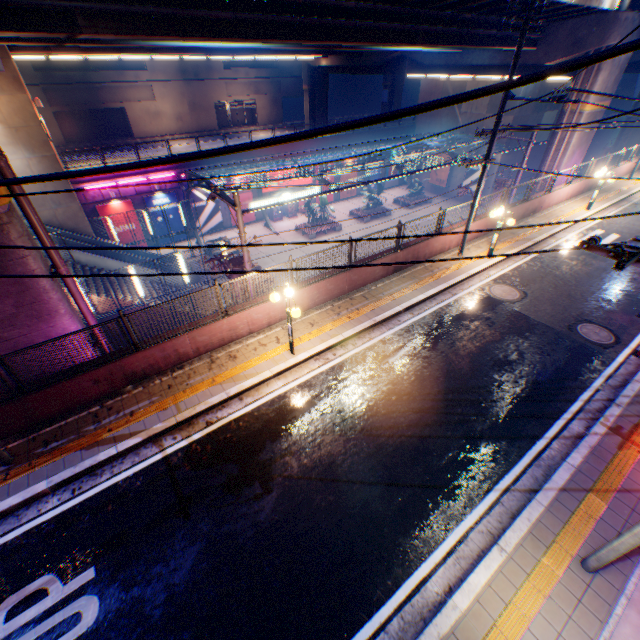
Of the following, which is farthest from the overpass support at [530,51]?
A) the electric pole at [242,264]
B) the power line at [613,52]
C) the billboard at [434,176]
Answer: the billboard at [434,176]

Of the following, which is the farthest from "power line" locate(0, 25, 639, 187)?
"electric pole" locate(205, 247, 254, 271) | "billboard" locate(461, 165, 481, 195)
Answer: "billboard" locate(461, 165, 481, 195)

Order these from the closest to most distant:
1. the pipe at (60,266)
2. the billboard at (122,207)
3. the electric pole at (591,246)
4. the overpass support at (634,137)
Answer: the electric pole at (591,246) → the pipe at (60,266) → the billboard at (122,207) → the overpass support at (634,137)

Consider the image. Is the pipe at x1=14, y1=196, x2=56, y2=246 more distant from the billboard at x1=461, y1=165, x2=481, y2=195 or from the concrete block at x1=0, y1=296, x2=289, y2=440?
the billboard at x1=461, y1=165, x2=481, y2=195

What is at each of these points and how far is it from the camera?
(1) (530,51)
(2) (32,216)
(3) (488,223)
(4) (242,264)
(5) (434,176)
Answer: (1) overpass support, 20.7m
(2) pipe, 7.6m
(3) concrete block, 16.5m
(4) electric pole, 12.3m
(5) billboard, 39.8m

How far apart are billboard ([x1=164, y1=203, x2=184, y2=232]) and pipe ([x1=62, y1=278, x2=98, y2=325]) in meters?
21.3

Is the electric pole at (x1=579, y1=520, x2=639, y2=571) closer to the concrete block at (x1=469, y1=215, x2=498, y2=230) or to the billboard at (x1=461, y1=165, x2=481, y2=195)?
the concrete block at (x1=469, y1=215, x2=498, y2=230)

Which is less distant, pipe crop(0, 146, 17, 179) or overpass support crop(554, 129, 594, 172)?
pipe crop(0, 146, 17, 179)
